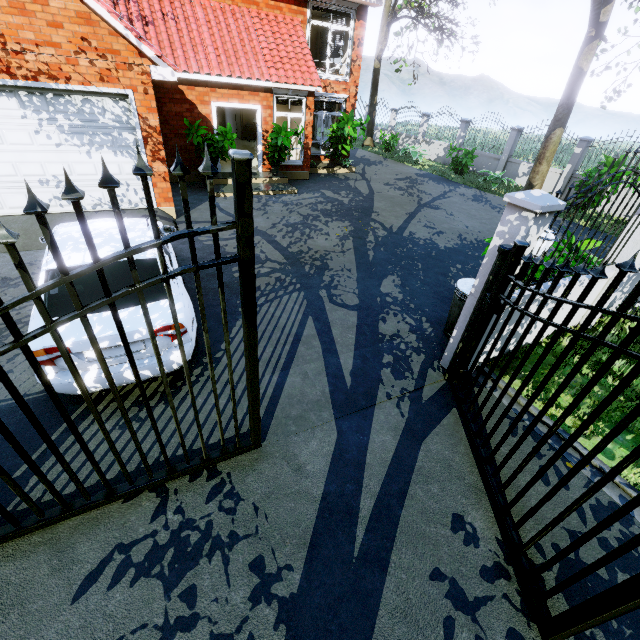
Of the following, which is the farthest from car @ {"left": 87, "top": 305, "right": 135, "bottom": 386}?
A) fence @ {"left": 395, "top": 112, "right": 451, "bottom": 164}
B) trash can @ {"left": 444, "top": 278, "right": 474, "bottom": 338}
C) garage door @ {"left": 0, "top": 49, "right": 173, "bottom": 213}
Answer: trash can @ {"left": 444, "top": 278, "right": 474, "bottom": 338}

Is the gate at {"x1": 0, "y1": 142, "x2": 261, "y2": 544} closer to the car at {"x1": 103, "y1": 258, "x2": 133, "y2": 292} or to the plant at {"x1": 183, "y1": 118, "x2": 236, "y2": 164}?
the car at {"x1": 103, "y1": 258, "x2": 133, "y2": 292}

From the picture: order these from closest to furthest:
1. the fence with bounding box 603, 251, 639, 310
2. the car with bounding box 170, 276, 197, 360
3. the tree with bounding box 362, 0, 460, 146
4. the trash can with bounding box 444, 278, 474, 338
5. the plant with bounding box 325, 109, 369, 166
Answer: the car with bounding box 170, 276, 197, 360
the trash can with bounding box 444, 278, 474, 338
the fence with bounding box 603, 251, 639, 310
the plant with bounding box 325, 109, 369, 166
the tree with bounding box 362, 0, 460, 146

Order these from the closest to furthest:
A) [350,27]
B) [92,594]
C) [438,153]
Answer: [92,594] → [350,27] → [438,153]

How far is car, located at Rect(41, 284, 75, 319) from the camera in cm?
351

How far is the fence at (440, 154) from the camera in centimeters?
1971cm

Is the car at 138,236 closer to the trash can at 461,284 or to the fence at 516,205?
the fence at 516,205

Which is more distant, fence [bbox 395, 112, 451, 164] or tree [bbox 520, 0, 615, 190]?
fence [bbox 395, 112, 451, 164]
